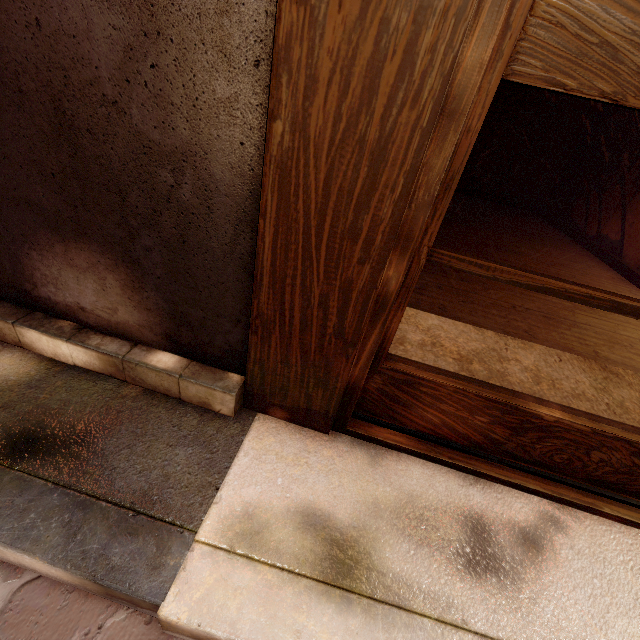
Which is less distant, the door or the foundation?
the door

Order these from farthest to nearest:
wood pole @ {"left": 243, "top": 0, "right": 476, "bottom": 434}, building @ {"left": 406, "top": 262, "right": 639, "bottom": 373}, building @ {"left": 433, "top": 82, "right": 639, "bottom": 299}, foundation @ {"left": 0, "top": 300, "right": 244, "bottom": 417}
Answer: building @ {"left": 433, "top": 82, "right": 639, "bottom": 299} < building @ {"left": 406, "top": 262, "right": 639, "bottom": 373} < foundation @ {"left": 0, "top": 300, "right": 244, "bottom": 417} < wood pole @ {"left": 243, "top": 0, "right": 476, "bottom": 434}

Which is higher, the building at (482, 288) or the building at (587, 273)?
the building at (587, 273)

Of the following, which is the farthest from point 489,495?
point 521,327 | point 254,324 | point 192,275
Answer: point 521,327

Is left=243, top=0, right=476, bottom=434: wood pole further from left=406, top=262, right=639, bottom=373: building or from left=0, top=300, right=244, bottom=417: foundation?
left=406, top=262, right=639, bottom=373: building

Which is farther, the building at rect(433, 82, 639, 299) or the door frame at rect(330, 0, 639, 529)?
the building at rect(433, 82, 639, 299)

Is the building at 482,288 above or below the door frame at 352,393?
below

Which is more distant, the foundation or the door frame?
the foundation
